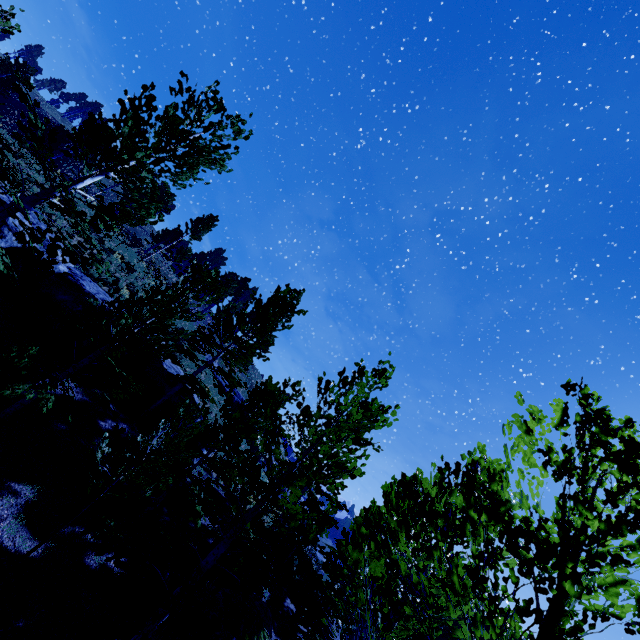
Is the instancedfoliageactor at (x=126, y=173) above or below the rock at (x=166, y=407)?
above

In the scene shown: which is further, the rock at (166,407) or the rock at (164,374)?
the rock at (166,407)

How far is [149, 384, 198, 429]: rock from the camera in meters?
15.1

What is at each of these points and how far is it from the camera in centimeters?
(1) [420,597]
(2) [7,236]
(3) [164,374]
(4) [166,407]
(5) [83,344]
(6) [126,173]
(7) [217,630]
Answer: (1) instancedfoliageactor, 282cm
(2) rock, 1232cm
(3) rock, 1559cm
(4) rock, 1534cm
(5) rock, 1288cm
(6) instancedfoliageactor, 859cm
(7) rock, 954cm

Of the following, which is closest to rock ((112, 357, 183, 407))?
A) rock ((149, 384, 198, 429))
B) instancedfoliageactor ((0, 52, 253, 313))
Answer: rock ((149, 384, 198, 429))

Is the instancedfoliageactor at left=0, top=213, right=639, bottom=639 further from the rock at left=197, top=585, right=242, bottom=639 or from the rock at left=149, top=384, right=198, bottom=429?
the rock at left=149, top=384, right=198, bottom=429

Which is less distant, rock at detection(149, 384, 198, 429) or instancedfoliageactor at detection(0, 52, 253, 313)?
instancedfoliageactor at detection(0, 52, 253, 313)

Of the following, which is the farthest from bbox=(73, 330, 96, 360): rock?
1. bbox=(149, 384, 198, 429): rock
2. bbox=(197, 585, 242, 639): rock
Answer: bbox=(197, 585, 242, 639): rock
